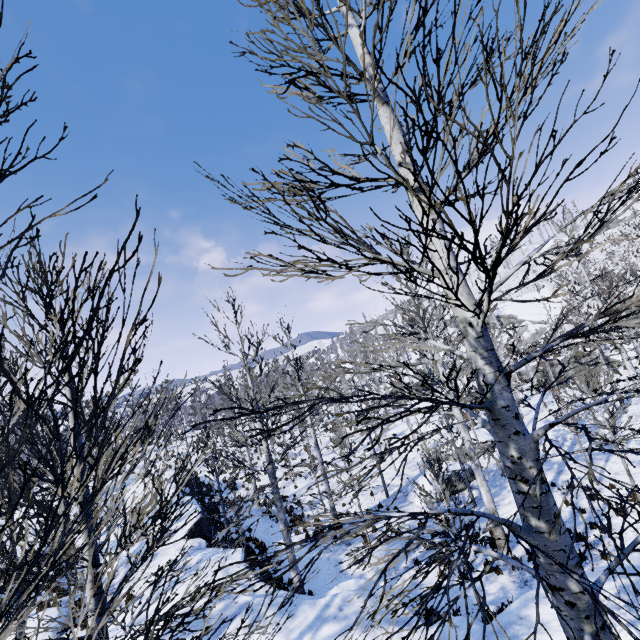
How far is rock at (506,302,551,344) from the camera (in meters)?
49.59

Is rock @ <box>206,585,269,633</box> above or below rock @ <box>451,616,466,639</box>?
above

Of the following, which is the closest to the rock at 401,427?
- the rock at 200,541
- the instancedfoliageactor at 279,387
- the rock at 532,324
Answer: the instancedfoliageactor at 279,387

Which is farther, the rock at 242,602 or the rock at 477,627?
the rock at 242,602

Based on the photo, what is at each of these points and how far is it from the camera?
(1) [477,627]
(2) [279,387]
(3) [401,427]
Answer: (1) rock, 6.3 meters
(2) instancedfoliageactor, 10.1 meters
(3) rock, 32.7 meters

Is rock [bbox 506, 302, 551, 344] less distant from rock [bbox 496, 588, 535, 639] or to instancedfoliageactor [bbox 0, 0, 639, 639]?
instancedfoliageactor [bbox 0, 0, 639, 639]

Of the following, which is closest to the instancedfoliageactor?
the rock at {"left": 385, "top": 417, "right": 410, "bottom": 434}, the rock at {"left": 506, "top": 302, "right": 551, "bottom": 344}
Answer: the rock at {"left": 385, "top": 417, "right": 410, "bottom": 434}

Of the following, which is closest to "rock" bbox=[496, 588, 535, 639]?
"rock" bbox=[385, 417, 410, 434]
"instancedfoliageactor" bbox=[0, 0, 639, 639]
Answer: "instancedfoliageactor" bbox=[0, 0, 639, 639]
